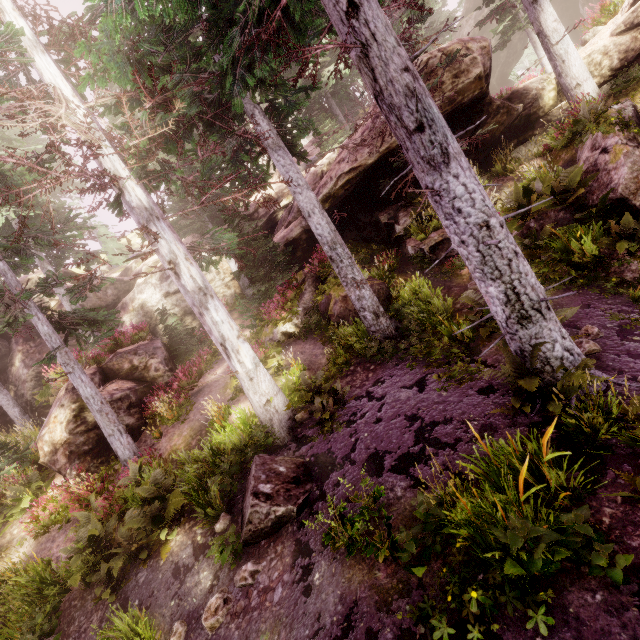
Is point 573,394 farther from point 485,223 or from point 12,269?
point 12,269

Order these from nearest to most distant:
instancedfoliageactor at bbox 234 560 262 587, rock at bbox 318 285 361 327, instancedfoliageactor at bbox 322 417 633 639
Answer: instancedfoliageactor at bbox 322 417 633 639 → instancedfoliageactor at bbox 234 560 262 587 → rock at bbox 318 285 361 327

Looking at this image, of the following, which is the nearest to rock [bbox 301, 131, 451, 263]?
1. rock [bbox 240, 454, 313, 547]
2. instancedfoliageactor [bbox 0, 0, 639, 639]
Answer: instancedfoliageactor [bbox 0, 0, 639, 639]

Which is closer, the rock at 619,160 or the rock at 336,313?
the rock at 619,160

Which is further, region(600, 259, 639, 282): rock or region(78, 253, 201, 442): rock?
region(78, 253, 201, 442): rock

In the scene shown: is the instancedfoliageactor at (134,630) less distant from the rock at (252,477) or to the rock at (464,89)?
the rock at (464,89)

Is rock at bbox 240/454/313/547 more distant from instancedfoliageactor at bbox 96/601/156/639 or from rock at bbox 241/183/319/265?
rock at bbox 241/183/319/265
